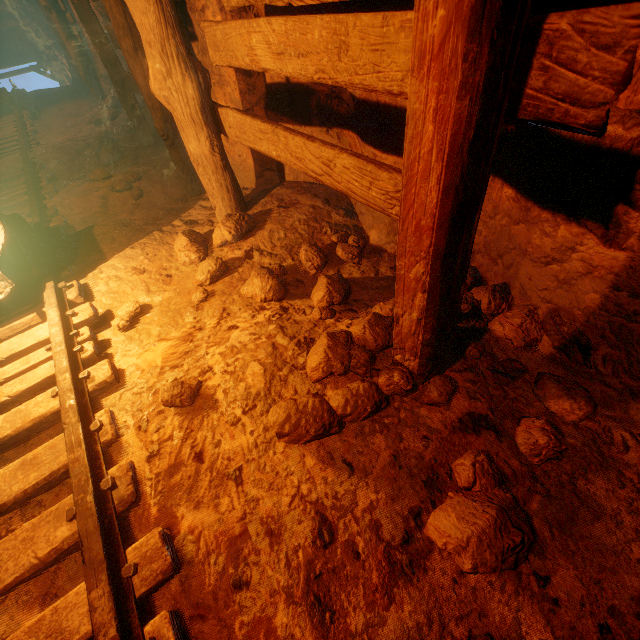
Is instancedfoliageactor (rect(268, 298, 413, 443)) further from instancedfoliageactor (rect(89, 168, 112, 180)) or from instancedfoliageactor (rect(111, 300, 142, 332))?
instancedfoliageactor (rect(89, 168, 112, 180))

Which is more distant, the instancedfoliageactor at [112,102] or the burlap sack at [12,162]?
the instancedfoliageactor at [112,102]

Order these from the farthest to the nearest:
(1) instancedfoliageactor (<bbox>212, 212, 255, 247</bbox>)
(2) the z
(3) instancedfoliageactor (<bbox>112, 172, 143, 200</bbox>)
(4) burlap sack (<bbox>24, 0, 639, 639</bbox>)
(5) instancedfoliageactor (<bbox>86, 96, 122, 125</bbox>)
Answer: (2) the z
(5) instancedfoliageactor (<bbox>86, 96, 122, 125</bbox>)
(3) instancedfoliageactor (<bbox>112, 172, 143, 200</bbox>)
(1) instancedfoliageactor (<bbox>212, 212, 255, 247</bbox>)
(4) burlap sack (<bbox>24, 0, 639, 639</bbox>)

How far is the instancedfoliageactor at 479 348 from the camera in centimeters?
190cm

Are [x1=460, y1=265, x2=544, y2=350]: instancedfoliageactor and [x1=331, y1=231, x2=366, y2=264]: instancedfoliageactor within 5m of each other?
yes

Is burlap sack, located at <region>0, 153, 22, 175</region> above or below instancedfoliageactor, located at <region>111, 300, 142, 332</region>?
above

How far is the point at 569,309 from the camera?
1.7m

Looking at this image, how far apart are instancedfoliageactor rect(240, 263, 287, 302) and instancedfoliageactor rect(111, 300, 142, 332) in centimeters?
92cm
